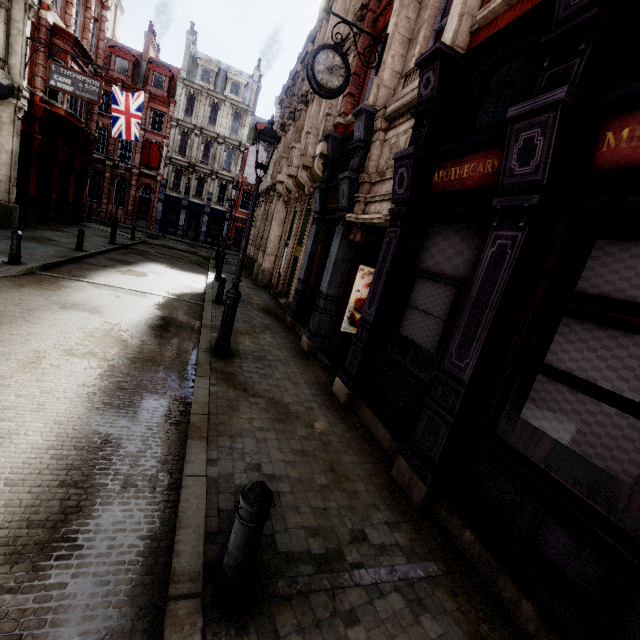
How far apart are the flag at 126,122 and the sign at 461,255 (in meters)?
23.56

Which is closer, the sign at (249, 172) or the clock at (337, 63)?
the clock at (337, 63)

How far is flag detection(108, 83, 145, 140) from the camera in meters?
20.8

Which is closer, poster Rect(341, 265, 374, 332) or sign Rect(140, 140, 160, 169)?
poster Rect(341, 265, 374, 332)

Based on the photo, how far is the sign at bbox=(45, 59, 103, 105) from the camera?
14.1 meters

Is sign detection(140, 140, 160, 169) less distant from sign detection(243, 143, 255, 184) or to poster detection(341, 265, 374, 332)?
sign detection(243, 143, 255, 184)

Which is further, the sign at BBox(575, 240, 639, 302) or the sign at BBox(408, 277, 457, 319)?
the sign at BBox(408, 277, 457, 319)

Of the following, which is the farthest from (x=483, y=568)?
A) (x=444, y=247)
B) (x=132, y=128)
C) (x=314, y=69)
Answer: (x=132, y=128)
